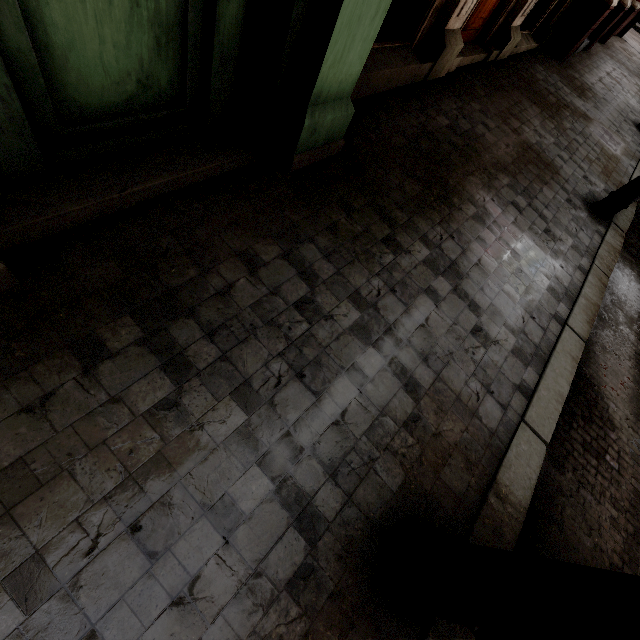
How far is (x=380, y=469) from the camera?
1.8 meters

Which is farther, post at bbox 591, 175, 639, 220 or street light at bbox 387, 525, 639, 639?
post at bbox 591, 175, 639, 220

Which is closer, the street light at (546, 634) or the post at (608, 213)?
the street light at (546, 634)
